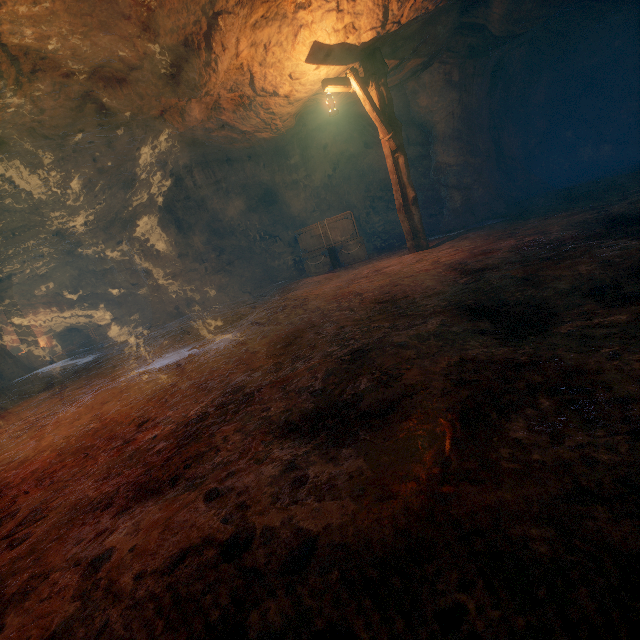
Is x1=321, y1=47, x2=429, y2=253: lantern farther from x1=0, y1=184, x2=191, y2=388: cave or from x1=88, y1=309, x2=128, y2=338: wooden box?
x1=88, y1=309, x2=128, y2=338: wooden box

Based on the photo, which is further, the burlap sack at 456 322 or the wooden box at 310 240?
the wooden box at 310 240

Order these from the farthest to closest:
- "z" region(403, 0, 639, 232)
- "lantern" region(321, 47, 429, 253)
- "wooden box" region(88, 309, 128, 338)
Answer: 1. "wooden box" region(88, 309, 128, 338)
2. "z" region(403, 0, 639, 232)
3. "lantern" region(321, 47, 429, 253)

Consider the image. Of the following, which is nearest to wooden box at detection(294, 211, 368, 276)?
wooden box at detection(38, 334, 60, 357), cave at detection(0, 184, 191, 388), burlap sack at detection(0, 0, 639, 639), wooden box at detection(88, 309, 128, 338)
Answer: burlap sack at detection(0, 0, 639, 639)

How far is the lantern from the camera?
6.96m

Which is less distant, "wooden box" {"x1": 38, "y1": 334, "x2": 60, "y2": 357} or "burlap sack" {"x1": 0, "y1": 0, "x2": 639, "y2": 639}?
"burlap sack" {"x1": 0, "y1": 0, "x2": 639, "y2": 639}

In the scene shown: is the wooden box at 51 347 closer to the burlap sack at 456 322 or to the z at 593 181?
the burlap sack at 456 322

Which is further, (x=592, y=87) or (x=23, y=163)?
(x=592, y=87)
